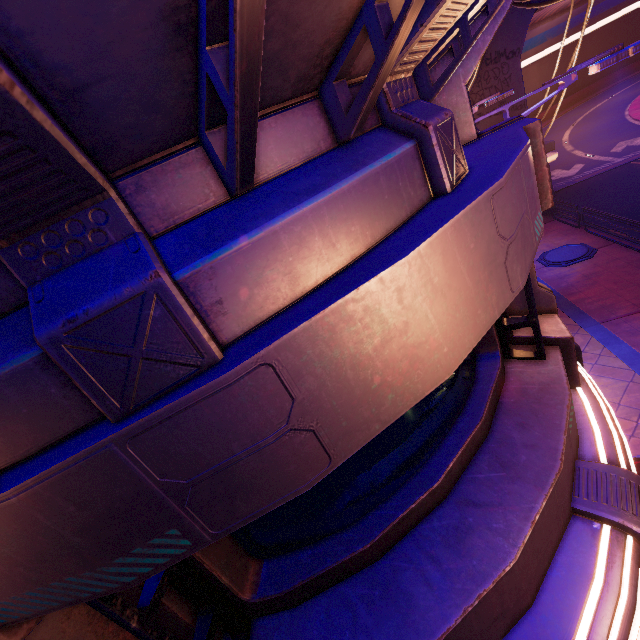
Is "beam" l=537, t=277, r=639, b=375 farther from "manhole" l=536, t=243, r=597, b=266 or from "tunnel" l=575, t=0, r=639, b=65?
"tunnel" l=575, t=0, r=639, b=65

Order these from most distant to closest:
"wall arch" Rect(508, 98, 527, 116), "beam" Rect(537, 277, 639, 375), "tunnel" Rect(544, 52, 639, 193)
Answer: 1. "tunnel" Rect(544, 52, 639, 193)
2. "wall arch" Rect(508, 98, 527, 116)
3. "beam" Rect(537, 277, 639, 375)

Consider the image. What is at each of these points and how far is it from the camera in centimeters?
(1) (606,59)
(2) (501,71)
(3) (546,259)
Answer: (1) street light, 483cm
(2) wall arch, 1694cm
(3) manhole, 1501cm

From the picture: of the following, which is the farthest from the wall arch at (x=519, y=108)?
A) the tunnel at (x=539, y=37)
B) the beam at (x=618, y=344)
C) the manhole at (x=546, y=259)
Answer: the manhole at (x=546, y=259)

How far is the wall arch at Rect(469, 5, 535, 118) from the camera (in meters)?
15.97

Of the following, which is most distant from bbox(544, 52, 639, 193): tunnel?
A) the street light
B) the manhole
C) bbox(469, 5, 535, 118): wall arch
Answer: the street light

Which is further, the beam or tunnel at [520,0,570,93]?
tunnel at [520,0,570,93]

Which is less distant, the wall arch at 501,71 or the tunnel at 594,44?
the wall arch at 501,71
